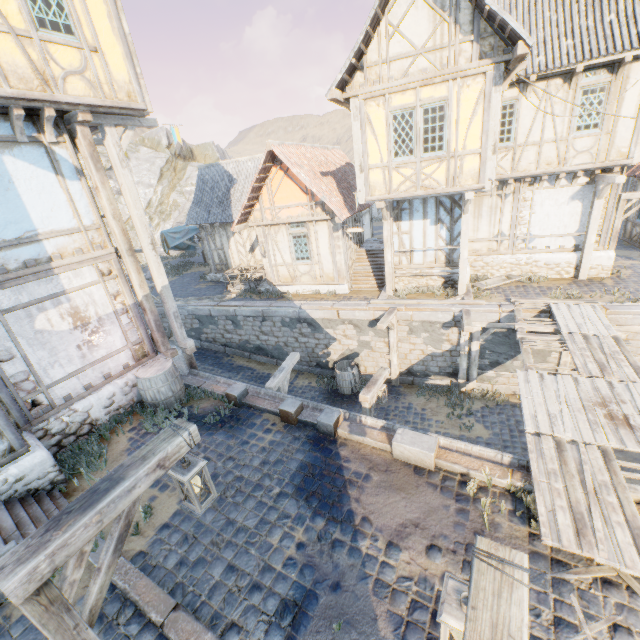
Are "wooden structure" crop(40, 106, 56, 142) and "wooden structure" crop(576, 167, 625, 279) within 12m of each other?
no

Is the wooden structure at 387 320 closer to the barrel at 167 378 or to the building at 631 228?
the barrel at 167 378

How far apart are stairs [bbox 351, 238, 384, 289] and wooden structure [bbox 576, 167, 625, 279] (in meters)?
7.09

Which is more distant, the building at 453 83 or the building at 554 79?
the building at 554 79

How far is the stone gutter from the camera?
5.6m

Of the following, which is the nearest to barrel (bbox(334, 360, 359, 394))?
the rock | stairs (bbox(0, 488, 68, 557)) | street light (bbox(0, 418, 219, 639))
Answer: stairs (bbox(0, 488, 68, 557))

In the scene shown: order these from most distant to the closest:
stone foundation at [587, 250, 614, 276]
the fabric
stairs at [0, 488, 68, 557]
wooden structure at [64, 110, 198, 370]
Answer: the fabric < stone foundation at [587, 250, 614, 276] < wooden structure at [64, 110, 198, 370] < stairs at [0, 488, 68, 557]

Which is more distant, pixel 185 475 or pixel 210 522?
pixel 210 522
